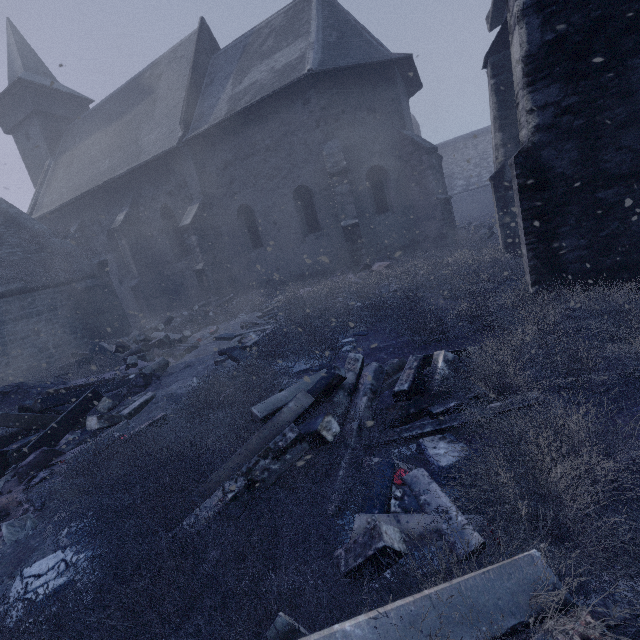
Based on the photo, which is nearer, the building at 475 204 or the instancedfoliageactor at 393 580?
the instancedfoliageactor at 393 580

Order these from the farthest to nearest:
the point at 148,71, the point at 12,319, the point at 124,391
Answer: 1. the point at 148,71
2. the point at 12,319
3. the point at 124,391

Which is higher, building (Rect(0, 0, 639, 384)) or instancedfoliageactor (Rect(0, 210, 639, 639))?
building (Rect(0, 0, 639, 384))

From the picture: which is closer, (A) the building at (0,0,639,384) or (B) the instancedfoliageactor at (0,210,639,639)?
(B) the instancedfoliageactor at (0,210,639,639)

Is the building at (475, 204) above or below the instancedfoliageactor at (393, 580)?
above
